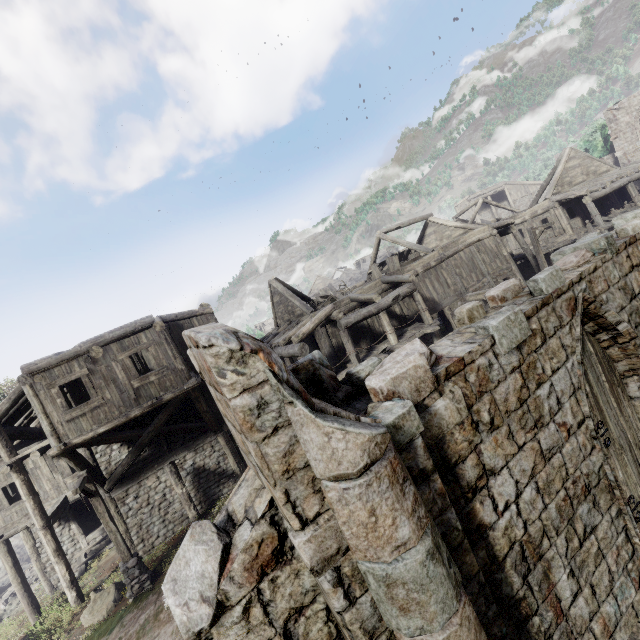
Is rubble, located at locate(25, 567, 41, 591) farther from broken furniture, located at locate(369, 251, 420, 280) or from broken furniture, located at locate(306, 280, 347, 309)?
broken furniture, located at locate(369, 251, 420, 280)

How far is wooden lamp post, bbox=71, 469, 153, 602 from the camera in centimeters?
1077cm

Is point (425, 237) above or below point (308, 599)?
above

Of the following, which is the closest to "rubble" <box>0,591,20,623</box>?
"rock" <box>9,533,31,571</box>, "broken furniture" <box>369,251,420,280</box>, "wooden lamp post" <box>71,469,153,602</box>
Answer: "rock" <box>9,533,31,571</box>

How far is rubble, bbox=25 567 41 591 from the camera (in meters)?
18.63

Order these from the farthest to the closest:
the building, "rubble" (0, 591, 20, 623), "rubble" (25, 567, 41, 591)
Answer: "rubble" (25, 567, 41, 591) < "rubble" (0, 591, 20, 623) < the building

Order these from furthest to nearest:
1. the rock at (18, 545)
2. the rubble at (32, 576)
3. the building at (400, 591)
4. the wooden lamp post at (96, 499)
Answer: the rock at (18, 545) → the rubble at (32, 576) → the wooden lamp post at (96, 499) → the building at (400, 591)

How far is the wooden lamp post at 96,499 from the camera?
10.8 meters
